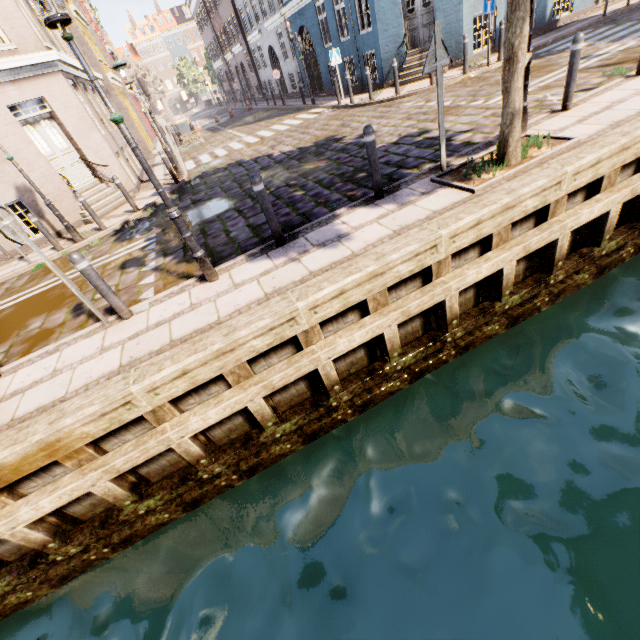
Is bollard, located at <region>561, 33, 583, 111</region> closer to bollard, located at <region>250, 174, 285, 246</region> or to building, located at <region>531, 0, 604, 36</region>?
bollard, located at <region>250, 174, 285, 246</region>

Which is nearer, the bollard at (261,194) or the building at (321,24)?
the bollard at (261,194)

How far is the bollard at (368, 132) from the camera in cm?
482

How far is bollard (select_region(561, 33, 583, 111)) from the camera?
5.4 meters

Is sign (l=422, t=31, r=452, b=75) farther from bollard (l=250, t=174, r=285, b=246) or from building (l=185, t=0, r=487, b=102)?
building (l=185, t=0, r=487, b=102)

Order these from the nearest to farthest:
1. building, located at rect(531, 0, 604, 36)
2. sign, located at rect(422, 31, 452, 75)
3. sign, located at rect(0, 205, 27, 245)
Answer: sign, located at rect(0, 205, 27, 245), sign, located at rect(422, 31, 452, 75), building, located at rect(531, 0, 604, 36)

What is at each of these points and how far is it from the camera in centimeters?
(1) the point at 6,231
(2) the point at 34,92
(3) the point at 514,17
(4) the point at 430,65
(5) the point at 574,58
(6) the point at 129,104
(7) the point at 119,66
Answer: (1) sign, 378cm
(2) building, 970cm
(3) tree, 391cm
(4) sign, 457cm
(5) bollard, 552cm
(6) building, 2283cm
(7) street light, 1007cm

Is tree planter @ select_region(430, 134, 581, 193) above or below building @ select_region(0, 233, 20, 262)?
below
